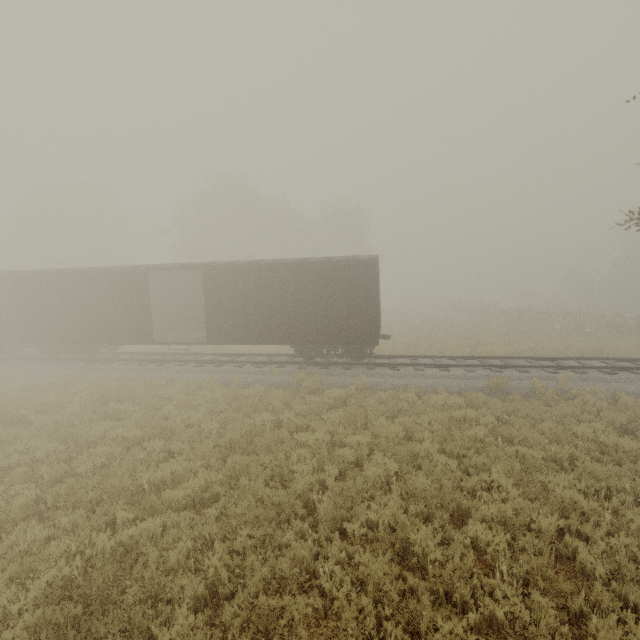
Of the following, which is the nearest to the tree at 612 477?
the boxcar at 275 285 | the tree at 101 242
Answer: the boxcar at 275 285

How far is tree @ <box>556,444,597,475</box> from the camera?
6.84m

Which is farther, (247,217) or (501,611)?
(247,217)

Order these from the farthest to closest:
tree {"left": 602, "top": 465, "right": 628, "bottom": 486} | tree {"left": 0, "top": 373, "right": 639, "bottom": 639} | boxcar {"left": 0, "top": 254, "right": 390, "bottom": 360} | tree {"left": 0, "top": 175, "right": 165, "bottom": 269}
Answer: tree {"left": 0, "top": 175, "right": 165, "bottom": 269}, boxcar {"left": 0, "top": 254, "right": 390, "bottom": 360}, tree {"left": 602, "top": 465, "right": 628, "bottom": 486}, tree {"left": 0, "top": 373, "right": 639, "bottom": 639}

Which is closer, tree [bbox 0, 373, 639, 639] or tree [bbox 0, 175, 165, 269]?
tree [bbox 0, 373, 639, 639]

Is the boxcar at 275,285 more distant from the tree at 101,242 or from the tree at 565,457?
the tree at 101,242

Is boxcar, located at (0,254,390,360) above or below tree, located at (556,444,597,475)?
above
